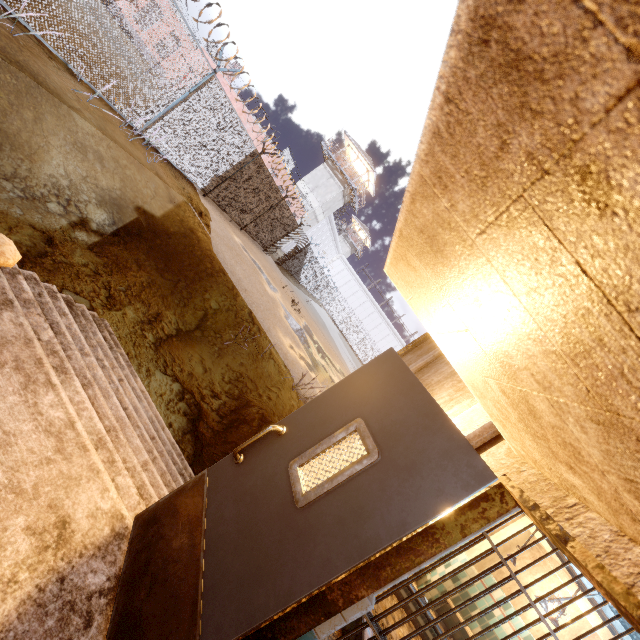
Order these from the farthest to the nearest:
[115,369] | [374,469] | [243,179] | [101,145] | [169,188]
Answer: [243,179] → [169,188] → [101,145] → [115,369] → [374,469]

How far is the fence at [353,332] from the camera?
27.08m

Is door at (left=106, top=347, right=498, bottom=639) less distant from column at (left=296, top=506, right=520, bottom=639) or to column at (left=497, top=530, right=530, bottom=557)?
column at (left=296, top=506, right=520, bottom=639)

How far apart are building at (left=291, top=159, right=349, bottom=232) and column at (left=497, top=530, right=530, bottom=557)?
35.05m

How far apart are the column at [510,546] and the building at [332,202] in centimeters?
3505cm

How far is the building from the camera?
37.2m

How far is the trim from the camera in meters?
1.6 m

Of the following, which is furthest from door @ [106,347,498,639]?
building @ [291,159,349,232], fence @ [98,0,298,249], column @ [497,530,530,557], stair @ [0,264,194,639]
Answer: building @ [291,159,349,232]
